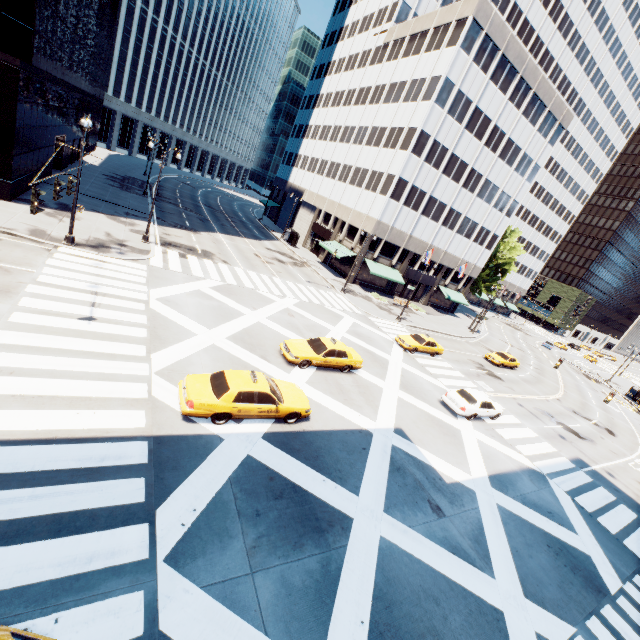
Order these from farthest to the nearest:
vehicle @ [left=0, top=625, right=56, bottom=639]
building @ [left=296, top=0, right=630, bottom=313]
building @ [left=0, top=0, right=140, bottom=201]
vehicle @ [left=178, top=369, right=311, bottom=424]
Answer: building @ [left=296, top=0, right=630, bottom=313]
building @ [left=0, top=0, right=140, bottom=201]
vehicle @ [left=178, top=369, right=311, bottom=424]
vehicle @ [left=0, top=625, right=56, bottom=639]

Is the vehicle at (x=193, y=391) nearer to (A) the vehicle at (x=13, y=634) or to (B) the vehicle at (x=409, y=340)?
(A) the vehicle at (x=13, y=634)

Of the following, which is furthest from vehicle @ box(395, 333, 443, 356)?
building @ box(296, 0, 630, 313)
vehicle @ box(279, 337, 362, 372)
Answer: building @ box(296, 0, 630, 313)

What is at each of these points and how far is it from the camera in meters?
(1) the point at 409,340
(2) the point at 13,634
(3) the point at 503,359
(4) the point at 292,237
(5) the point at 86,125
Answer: (1) vehicle, 27.9
(2) vehicle, 4.8
(3) vehicle, 36.2
(4) bus stop, 53.1
(5) light, 16.8

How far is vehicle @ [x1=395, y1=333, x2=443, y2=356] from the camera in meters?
27.6 m

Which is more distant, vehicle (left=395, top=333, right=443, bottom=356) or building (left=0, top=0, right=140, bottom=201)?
vehicle (left=395, top=333, right=443, bottom=356)

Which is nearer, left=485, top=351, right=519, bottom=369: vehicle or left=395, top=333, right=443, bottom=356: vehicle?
left=395, top=333, right=443, bottom=356: vehicle

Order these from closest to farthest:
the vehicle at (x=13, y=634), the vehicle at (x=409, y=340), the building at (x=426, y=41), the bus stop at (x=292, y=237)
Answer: the vehicle at (x=13, y=634) → the vehicle at (x=409, y=340) → the building at (x=426, y=41) → the bus stop at (x=292, y=237)
